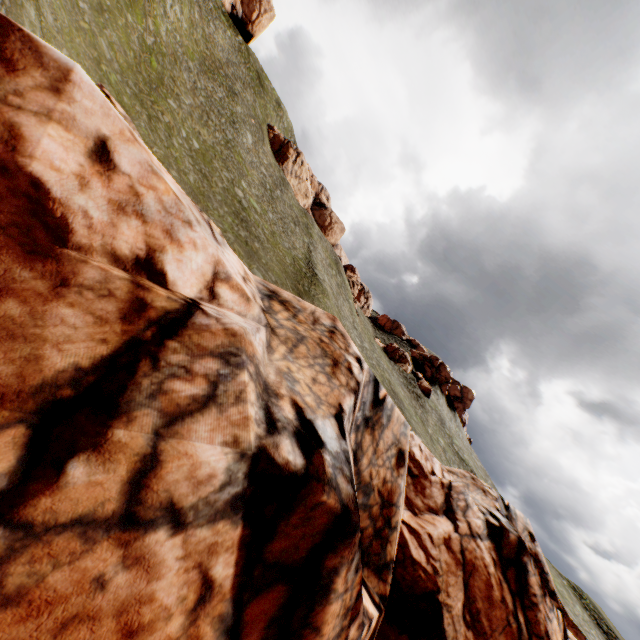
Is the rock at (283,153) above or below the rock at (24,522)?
above

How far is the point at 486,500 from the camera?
17.4m

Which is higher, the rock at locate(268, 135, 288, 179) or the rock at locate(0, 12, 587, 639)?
the rock at locate(268, 135, 288, 179)

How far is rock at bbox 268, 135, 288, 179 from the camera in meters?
58.8 m

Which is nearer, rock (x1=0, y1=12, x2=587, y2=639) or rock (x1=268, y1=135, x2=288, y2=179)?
rock (x1=0, y1=12, x2=587, y2=639)

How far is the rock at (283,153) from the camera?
58.75m
